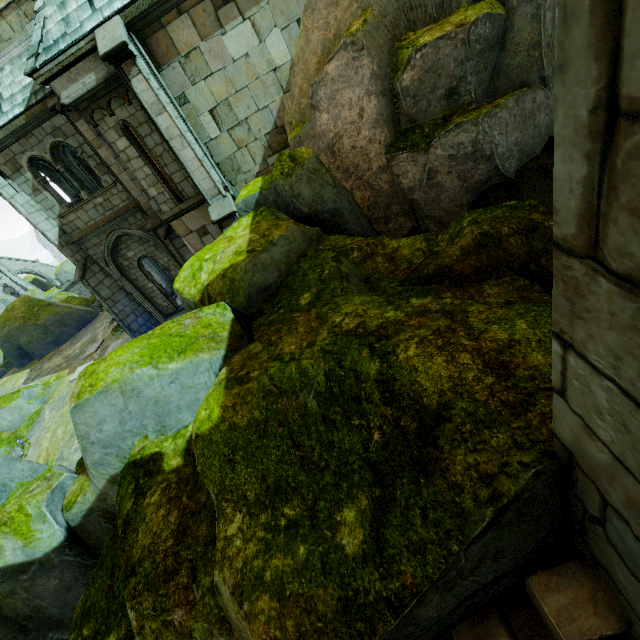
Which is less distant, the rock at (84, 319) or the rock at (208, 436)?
the rock at (208, 436)

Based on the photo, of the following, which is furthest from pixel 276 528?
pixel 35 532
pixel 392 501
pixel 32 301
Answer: pixel 32 301

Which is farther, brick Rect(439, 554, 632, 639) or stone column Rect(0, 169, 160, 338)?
stone column Rect(0, 169, 160, 338)

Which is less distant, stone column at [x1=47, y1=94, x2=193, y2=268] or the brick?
the brick

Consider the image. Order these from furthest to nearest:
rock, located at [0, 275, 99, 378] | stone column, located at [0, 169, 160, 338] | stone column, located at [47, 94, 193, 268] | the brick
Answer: rock, located at [0, 275, 99, 378]
stone column, located at [0, 169, 160, 338]
stone column, located at [47, 94, 193, 268]
the brick

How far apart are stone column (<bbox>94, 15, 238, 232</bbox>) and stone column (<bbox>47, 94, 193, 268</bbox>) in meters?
2.6

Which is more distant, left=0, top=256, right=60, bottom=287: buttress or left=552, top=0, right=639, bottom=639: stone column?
left=0, top=256, right=60, bottom=287: buttress

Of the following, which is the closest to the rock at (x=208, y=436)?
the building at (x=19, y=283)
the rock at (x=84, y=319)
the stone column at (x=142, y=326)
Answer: the stone column at (x=142, y=326)
